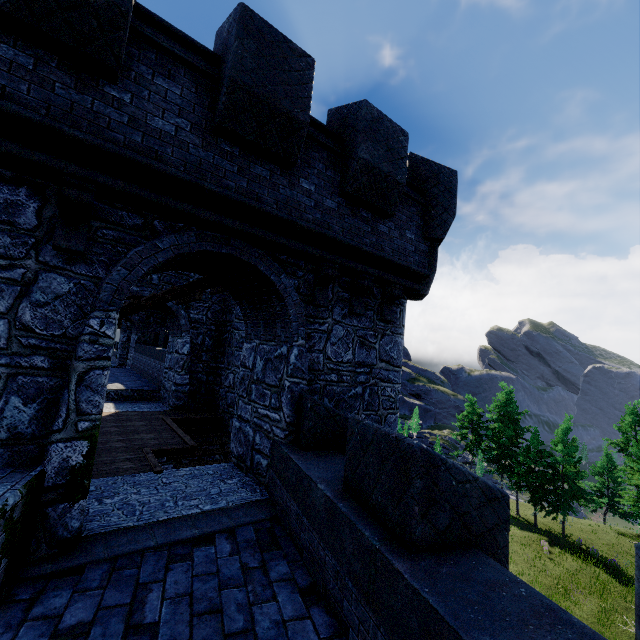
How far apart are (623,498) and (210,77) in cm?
6003
